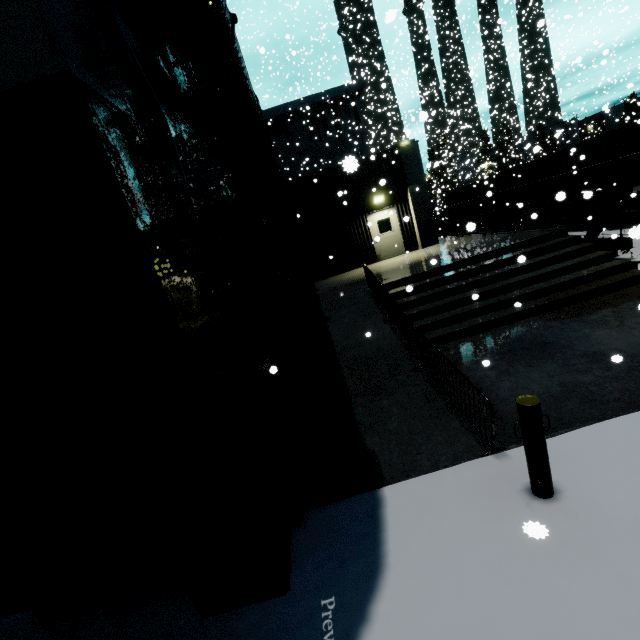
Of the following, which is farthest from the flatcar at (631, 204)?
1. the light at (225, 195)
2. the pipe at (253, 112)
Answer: the light at (225, 195)

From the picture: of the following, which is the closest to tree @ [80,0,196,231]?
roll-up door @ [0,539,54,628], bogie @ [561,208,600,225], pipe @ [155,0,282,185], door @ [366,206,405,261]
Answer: pipe @ [155,0,282,185]

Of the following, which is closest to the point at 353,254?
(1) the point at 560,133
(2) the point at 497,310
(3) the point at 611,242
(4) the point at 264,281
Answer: (4) the point at 264,281

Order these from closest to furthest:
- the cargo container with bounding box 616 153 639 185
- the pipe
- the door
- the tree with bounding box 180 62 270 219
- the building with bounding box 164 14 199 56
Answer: the pipe
the building with bounding box 164 14 199 56
the tree with bounding box 180 62 270 219
the cargo container with bounding box 616 153 639 185
the door

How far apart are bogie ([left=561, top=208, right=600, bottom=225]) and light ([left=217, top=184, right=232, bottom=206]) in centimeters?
1679cm

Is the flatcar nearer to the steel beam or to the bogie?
the bogie

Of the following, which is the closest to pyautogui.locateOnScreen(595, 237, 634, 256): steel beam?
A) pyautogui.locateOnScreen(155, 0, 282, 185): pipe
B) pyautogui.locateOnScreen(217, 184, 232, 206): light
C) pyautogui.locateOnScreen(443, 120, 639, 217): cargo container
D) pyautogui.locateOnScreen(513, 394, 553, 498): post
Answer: pyautogui.locateOnScreen(443, 120, 639, 217): cargo container

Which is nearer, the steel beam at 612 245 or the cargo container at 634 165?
the steel beam at 612 245
